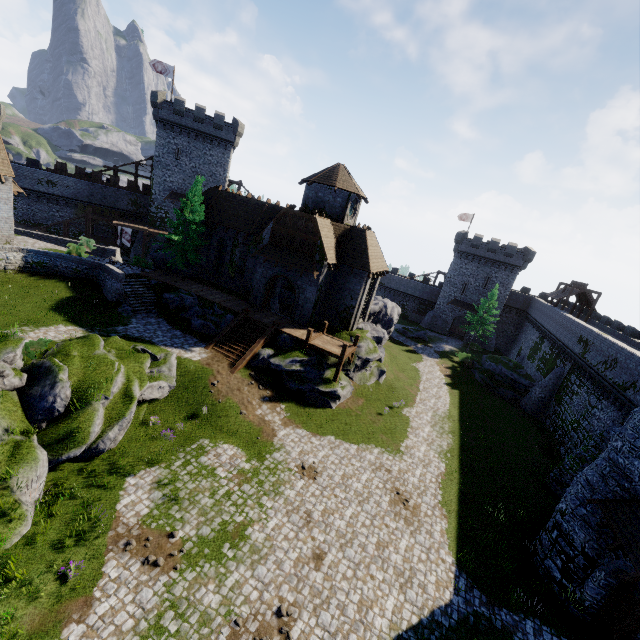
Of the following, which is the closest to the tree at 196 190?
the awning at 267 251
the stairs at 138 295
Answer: the stairs at 138 295

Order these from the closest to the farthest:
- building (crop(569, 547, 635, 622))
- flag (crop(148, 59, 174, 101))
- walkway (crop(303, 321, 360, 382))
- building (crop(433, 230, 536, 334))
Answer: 1. building (crop(569, 547, 635, 622))
2. walkway (crop(303, 321, 360, 382))
3. flag (crop(148, 59, 174, 101))
4. building (crop(433, 230, 536, 334))

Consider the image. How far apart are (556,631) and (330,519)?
10.1m

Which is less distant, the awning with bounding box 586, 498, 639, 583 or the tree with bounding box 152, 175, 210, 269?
the awning with bounding box 586, 498, 639, 583

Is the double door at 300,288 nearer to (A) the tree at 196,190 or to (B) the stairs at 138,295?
(A) the tree at 196,190

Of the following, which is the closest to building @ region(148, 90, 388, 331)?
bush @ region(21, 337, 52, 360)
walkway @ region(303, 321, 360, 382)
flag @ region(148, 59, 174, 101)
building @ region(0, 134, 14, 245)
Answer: walkway @ region(303, 321, 360, 382)

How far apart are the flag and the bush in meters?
40.0

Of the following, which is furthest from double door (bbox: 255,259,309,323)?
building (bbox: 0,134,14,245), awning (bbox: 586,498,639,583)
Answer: awning (bbox: 586,498,639,583)
